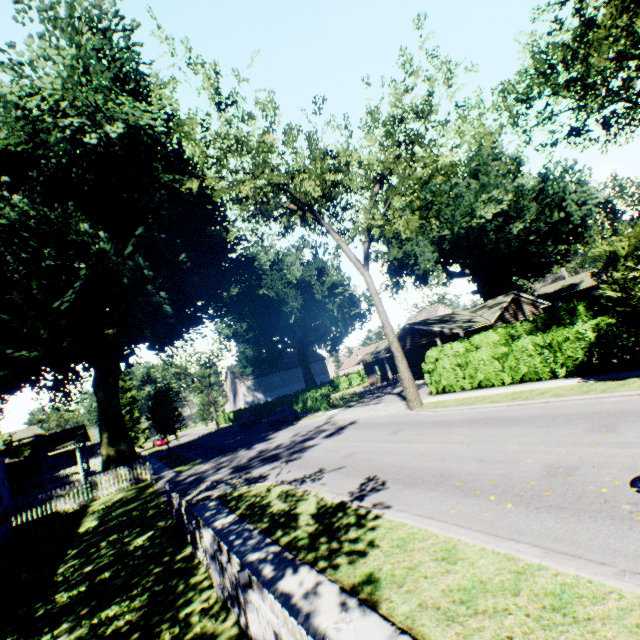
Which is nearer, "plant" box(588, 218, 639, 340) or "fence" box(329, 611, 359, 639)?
"fence" box(329, 611, 359, 639)

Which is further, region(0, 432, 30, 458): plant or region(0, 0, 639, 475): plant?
region(0, 432, 30, 458): plant

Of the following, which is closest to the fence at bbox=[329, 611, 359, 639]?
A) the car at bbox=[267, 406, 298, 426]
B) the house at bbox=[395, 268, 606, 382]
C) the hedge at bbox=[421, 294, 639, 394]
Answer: the hedge at bbox=[421, 294, 639, 394]

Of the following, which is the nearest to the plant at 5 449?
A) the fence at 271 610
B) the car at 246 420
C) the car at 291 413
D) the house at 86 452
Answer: the house at 86 452

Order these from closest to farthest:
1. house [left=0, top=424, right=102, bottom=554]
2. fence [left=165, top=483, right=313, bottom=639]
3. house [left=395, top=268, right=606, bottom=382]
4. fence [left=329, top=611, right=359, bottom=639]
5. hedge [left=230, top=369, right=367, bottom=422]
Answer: fence [left=329, top=611, right=359, bottom=639]
fence [left=165, top=483, right=313, bottom=639]
house [left=0, top=424, right=102, bottom=554]
house [left=395, top=268, right=606, bottom=382]
hedge [left=230, top=369, right=367, bottom=422]

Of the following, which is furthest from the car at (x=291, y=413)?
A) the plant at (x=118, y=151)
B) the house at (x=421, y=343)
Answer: the house at (x=421, y=343)

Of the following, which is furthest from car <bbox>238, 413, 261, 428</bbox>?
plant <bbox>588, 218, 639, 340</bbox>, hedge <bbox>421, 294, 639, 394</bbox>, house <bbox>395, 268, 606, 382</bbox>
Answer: plant <bbox>588, 218, 639, 340</bbox>

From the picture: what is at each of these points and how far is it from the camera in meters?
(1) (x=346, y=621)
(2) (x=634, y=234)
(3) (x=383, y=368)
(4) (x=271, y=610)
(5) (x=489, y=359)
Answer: (1) fence, 2.5
(2) plant, 10.3
(3) house, 42.8
(4) fence, 3.7
(5) hedge, 17.8
